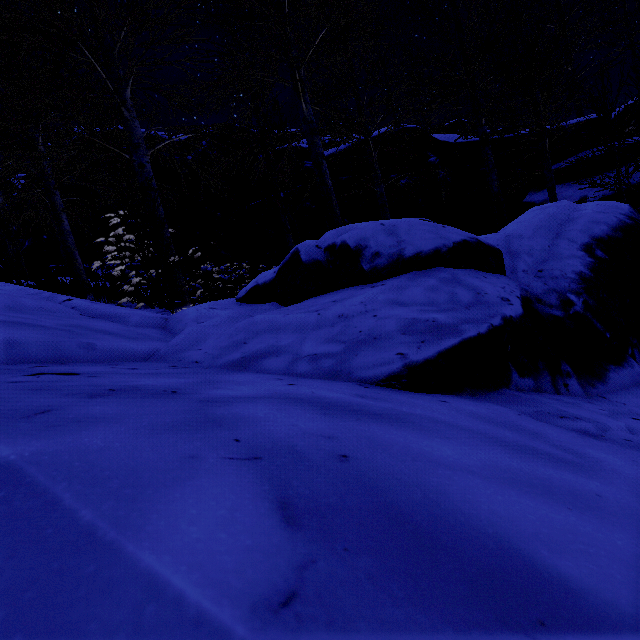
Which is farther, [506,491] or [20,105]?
[20,105]

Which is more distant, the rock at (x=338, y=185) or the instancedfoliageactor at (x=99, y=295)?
the rock at (x=338, y=185)

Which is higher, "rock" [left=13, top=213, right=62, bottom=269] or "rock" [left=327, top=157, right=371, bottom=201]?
"rock" [left=13, top=213, right=62, bottom=269]

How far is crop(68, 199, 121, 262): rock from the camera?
12.48m

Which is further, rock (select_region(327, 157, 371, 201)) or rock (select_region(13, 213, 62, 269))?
rock (select_region(13, 213, 62, 269))

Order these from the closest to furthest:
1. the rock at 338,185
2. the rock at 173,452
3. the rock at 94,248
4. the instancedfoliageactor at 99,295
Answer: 1. the rock at 173,452
2. the instancedfoliageactor at 99,295
3. the rock at 338,185
4. the rock at 94,248
